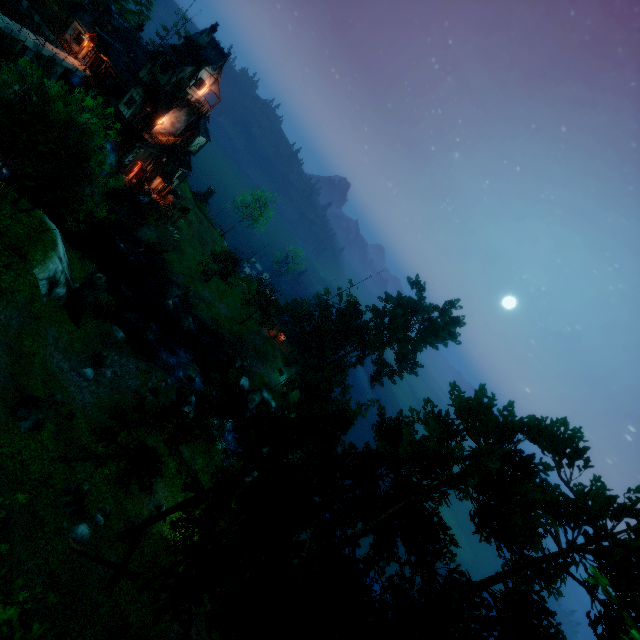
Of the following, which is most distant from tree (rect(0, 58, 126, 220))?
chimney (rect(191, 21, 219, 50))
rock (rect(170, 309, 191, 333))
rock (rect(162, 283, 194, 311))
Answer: chimney (rect(191, 21, 219, 50))

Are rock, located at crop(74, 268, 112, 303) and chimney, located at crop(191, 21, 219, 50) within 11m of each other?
no

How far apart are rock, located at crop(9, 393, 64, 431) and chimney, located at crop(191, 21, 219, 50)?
38.7 meters

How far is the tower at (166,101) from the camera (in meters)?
37.00

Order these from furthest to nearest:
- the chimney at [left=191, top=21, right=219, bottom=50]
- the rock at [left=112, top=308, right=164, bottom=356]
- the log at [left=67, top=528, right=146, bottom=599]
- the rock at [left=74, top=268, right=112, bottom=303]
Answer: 1. the chimney at [left=191, top=21, right=219, bottom=50]
2. the rock at [left=112, top=308, right=164, bottom=356]
3. the rock at [left=74, top=268, right=112, bottom=303]
4. the log at [left=67, top=528, right=146, bottom=599]

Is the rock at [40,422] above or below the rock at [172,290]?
above

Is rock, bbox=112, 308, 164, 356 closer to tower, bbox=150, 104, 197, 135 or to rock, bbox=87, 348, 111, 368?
rock, bbox=87, 348, 111, 368

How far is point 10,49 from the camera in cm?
3077
